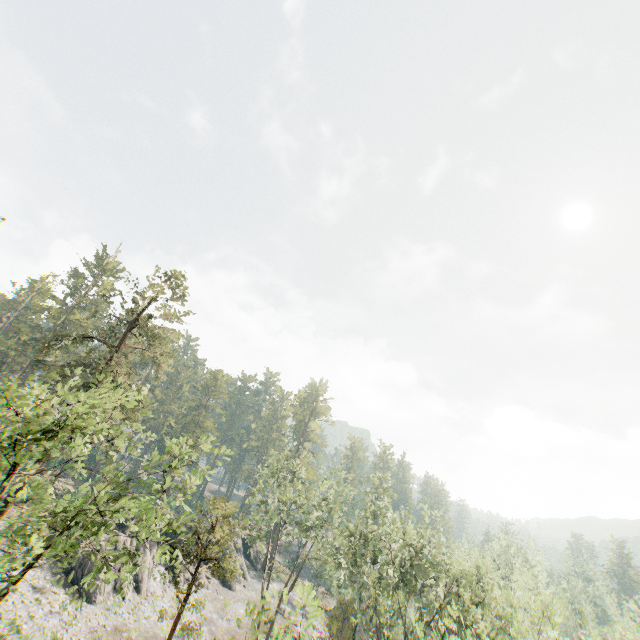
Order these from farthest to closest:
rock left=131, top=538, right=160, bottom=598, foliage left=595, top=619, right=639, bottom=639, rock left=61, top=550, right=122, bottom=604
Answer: rock left=131, top=538, right=160, bottom=598
foliage left=595, top=619, right=639, bottom=639
rock left=61, top=550, right=122, bottom=604

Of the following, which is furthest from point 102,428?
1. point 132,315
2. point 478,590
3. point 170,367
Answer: point 478,590

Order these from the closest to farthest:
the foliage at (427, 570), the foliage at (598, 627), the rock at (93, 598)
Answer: the foliage at (427, 570) → the rock at (93, 598) → the foliage at (598, 627)

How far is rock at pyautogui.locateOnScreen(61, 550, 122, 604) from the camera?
30.05m

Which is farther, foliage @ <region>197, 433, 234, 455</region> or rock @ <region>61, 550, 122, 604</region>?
rock @ <region>61, 550, 122, 604</region>

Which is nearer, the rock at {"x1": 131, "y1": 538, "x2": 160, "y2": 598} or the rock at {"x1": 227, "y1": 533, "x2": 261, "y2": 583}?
the rock at {"x1": 131, "y1": 538, "x2": 160, "y2": 598}

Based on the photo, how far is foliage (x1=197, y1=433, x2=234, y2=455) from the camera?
15.27m

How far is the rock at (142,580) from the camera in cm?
3410
